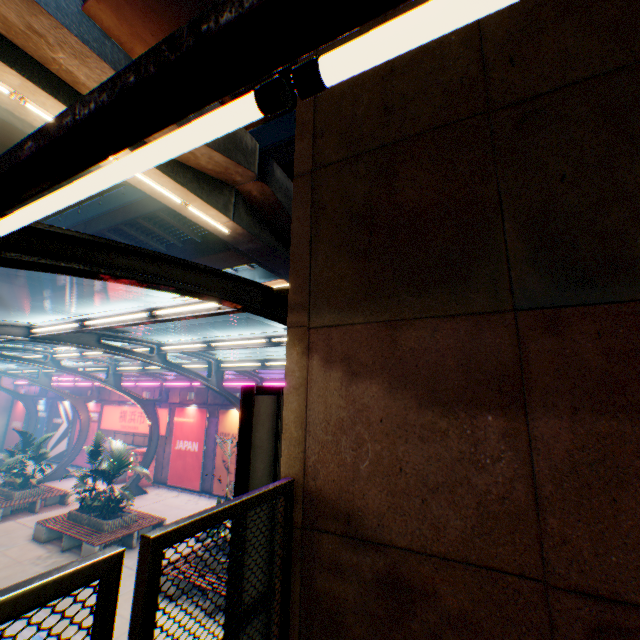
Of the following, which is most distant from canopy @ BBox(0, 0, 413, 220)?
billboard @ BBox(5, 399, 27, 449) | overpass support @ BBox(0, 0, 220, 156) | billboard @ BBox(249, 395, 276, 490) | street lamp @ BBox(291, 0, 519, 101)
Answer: overpass support @ BBox(0, 0, 220, 156)

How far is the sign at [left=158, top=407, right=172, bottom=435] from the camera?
19.44m

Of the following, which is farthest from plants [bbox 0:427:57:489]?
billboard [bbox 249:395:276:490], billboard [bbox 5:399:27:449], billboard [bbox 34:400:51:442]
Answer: billboard [bbox 249:395:276:490]

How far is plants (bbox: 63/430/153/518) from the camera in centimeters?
1165cm

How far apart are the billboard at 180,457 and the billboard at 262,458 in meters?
14.9

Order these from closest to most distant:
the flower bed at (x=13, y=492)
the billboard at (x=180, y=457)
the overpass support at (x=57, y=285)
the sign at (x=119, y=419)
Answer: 1. the flower bed at (x=13, y=492)
2. the billboard at (x=180, y=457)
3. the sign at (x=119, y=419)
4. the overpass support at (x=57, y=285)

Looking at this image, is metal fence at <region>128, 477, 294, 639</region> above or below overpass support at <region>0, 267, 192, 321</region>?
below

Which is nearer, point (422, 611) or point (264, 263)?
point (422, 611)
